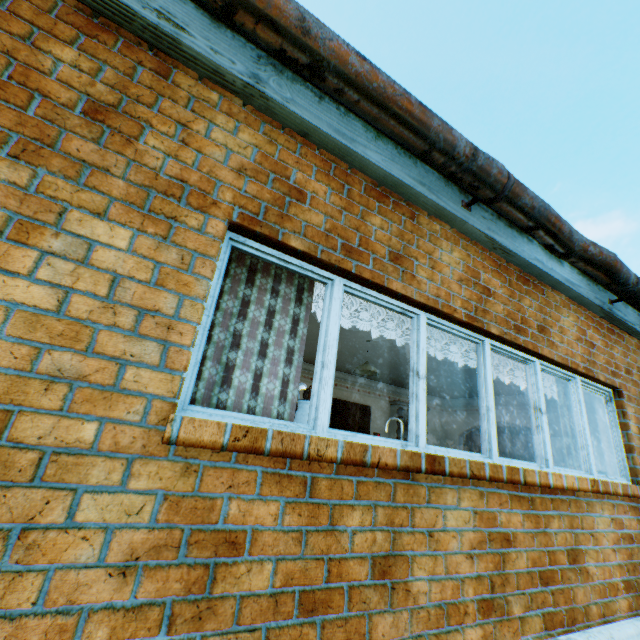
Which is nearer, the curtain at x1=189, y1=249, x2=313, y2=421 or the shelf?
the curtain at x1=189, y1=249, x2=313, y2=421

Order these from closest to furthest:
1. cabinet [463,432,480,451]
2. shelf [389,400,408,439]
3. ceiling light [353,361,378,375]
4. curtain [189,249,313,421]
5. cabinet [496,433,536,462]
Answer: curtain [189,249,313,421]
ceiling light [353,361,378,375]
shelf [389,400,408,439]
cabinet [496,433,536,462]
cabinet [463,432,480,451]

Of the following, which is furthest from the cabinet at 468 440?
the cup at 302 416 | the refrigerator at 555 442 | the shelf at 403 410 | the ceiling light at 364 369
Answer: the cup at 302 416

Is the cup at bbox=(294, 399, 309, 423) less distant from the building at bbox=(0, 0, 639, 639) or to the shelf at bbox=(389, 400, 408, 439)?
the building at bbox=(0, 0, 639, 639)

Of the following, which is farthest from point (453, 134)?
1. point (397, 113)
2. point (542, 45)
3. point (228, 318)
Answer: point (542, 45)

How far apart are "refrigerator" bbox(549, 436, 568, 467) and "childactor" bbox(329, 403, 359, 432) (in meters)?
4.41

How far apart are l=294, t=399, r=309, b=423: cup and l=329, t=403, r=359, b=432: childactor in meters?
5.9 m

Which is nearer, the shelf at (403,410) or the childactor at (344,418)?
the childactor at (344,418)
